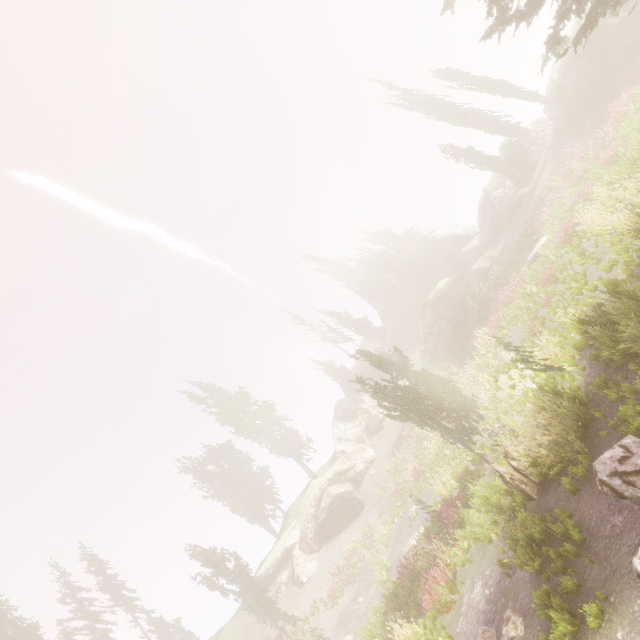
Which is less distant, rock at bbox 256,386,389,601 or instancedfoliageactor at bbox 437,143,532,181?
Answer: rock at bbox 256,386,389,601

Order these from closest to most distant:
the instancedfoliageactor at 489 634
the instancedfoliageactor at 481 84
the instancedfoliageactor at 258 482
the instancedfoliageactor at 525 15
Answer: the instancedfoliageactor at 489 634 < the instancedfoliageactor at 525 15 < the instancedfoliageactor at 481 84 < the instancedfoliageactor at 258 482

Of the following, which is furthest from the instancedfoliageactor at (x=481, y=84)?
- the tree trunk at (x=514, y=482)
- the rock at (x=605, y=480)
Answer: the tree trunk at (x=514, y=482)

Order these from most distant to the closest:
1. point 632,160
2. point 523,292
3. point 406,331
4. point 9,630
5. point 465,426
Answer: point 406,331, point 9,630, point 523,292, point 465,426, point 632,160

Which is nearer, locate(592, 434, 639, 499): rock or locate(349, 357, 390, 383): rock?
locate(592, 434, 639, 499): rock

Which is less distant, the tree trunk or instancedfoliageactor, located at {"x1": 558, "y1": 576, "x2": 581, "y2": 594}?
instancedfoliageactor, located at {"x1": 558, "y1": 576, "x2": 581, "y2": 594}

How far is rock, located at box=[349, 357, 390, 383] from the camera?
45.22m

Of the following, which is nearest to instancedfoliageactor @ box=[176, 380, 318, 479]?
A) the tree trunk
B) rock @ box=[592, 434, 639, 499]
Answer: rock @ box=[592, 434, 639, 499]
